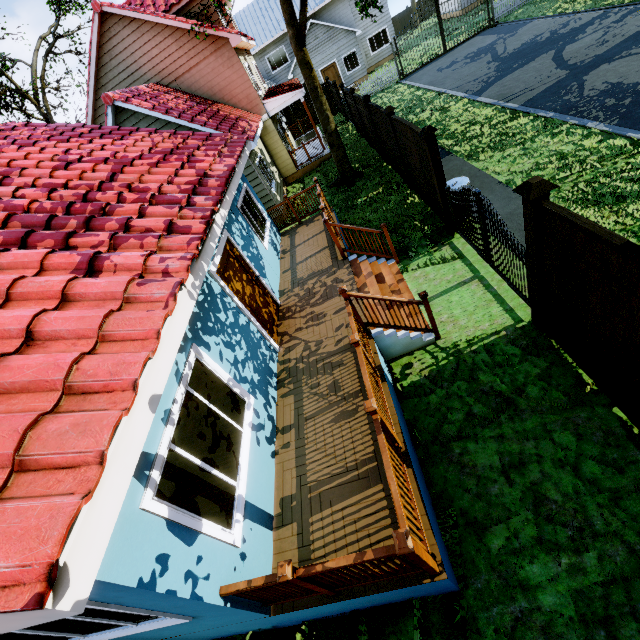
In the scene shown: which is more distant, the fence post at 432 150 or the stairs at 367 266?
the fence post at 432 150

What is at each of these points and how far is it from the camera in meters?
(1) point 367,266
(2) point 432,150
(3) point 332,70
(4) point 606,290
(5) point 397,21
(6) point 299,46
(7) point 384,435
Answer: (1) stairs, 7.7 m
(2) fence post, 6.8 m
(3) door, 28.3 m
(4) fence, 3.3 m
(5) fence, 39.0 m
(6) tree, 10.6 m
(7) wooden rail, 3.5 m

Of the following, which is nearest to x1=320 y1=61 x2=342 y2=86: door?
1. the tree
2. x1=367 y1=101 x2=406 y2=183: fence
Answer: x1=367 y1=101 x2=406 y2=183: fence

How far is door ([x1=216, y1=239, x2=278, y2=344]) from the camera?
6.12m

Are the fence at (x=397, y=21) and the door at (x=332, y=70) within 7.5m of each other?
no

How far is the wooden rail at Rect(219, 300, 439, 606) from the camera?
2.8m

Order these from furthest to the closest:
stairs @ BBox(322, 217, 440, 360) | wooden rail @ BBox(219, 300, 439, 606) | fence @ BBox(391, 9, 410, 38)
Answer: fence @ BBox(391, 9, 410, 38) → stairs @ BBox(322, 217, 440, 360) → wooden rail @ BBox(219, 300, 439, 606)

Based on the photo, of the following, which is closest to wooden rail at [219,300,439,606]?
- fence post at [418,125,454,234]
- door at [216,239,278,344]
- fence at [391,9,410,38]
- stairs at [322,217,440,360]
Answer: stairs at [322,217,440,360]
